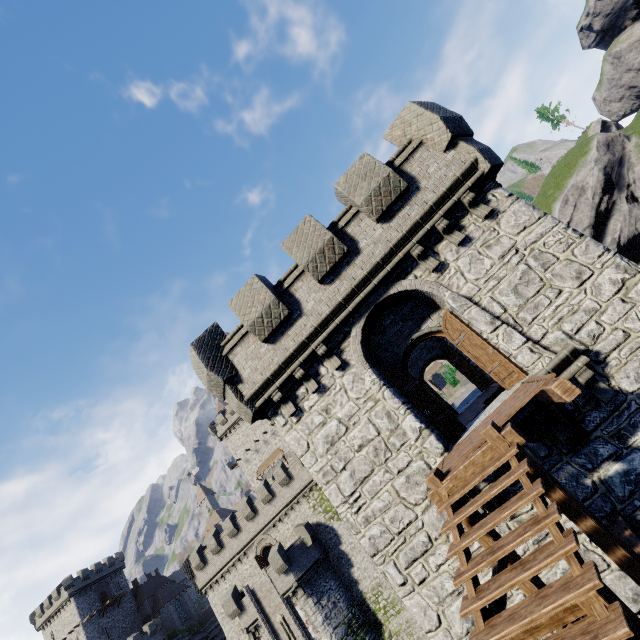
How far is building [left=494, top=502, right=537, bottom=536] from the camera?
7.29m

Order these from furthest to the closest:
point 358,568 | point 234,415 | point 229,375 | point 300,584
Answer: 1. point 234,415
2. point 358,568
3. point 300,584
4. point 229,375

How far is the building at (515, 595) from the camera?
7.0m

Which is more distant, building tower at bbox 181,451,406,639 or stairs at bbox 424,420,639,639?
building tower at bbox 181,451,406,639

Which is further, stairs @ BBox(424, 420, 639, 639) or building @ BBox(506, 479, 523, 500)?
building @ BBox(506, 479, 523, 500)

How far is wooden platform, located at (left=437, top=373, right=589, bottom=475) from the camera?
5.5m

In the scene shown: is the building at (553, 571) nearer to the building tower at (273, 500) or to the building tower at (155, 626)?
the building tower at (273, 500)

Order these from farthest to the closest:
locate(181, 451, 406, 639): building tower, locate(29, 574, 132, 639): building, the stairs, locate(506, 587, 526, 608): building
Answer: locate(29, 574, 132, 639): building, locate(181, 451, 406, 639): building tower, locate(506, 587, 526, 608): building, the stairs
